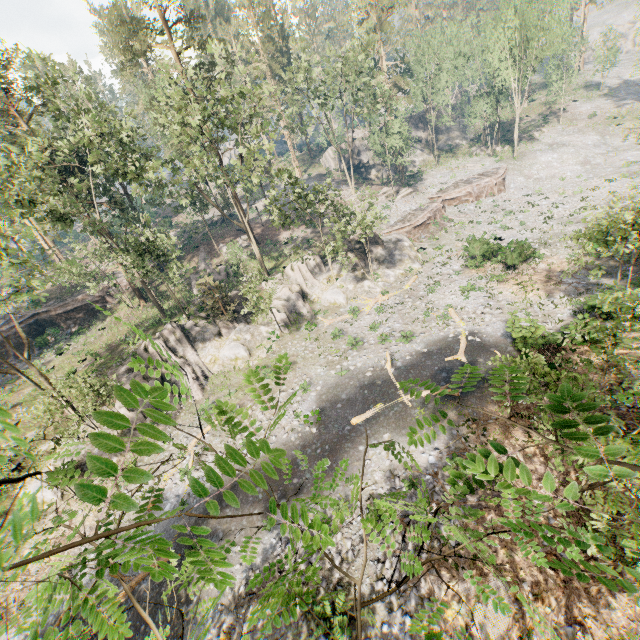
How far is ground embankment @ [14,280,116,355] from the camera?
37.44m

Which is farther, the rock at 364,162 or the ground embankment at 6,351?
the rock at 364,162

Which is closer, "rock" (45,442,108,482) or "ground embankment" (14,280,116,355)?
"rock" (45,442,108,482)

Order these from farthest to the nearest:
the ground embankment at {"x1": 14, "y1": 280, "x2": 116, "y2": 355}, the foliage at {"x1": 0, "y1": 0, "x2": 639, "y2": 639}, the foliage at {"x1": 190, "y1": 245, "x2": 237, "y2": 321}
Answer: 1. the ground embankment at {"x1": 14, "y1": 280, "x2": 116, "y2": 355}
2. the foliage at {"x1": 190, "y1": 245, "x2": 237, "y2": 321}
3. the foliage at {"x1": 0, "y1": 0, "x2": 639, "y2": 639}

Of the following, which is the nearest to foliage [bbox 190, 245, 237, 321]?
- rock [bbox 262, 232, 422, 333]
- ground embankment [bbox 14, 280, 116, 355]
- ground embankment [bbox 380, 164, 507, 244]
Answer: rock [bbox 262, 232, 422, 333]

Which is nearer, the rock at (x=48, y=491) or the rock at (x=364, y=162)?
Result: the rock at (x=48, y=491)

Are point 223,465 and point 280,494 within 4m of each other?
no

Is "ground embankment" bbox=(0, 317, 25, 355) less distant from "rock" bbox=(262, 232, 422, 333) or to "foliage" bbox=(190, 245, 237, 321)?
"foliage" bbox=(190, 245, 237, 321)
